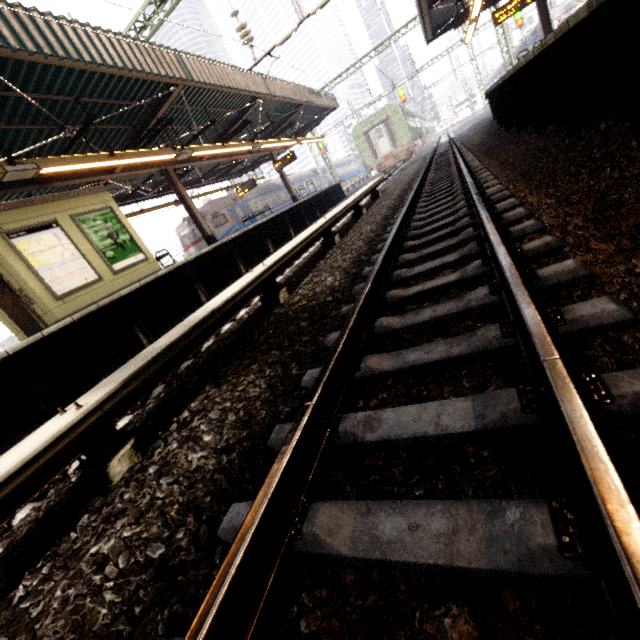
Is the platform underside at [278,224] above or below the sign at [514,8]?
below

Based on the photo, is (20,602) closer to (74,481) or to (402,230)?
(74,481)

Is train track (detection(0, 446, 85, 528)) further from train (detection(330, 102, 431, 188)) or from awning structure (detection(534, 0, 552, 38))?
awning structure (detection(534, 0, 552, 38))

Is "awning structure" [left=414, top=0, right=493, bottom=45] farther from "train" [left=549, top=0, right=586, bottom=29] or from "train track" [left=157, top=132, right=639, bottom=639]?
"train" [left=549, top=0, right=586, bottom=29]

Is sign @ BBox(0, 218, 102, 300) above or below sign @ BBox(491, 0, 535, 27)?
below

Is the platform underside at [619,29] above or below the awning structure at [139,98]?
below

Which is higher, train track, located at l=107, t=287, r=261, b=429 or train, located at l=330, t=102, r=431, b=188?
train, located at l=330, t=102, r=431, b=188

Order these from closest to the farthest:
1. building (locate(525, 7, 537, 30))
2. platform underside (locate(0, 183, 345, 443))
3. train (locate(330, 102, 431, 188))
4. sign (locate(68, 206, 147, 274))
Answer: platform underside (locate(0, 183, 345, 443)), sign (locate(68, 206, 147, 274)), train (locate(330, 102, 431, 188)), building (locate(525, 7, 537, 30))
